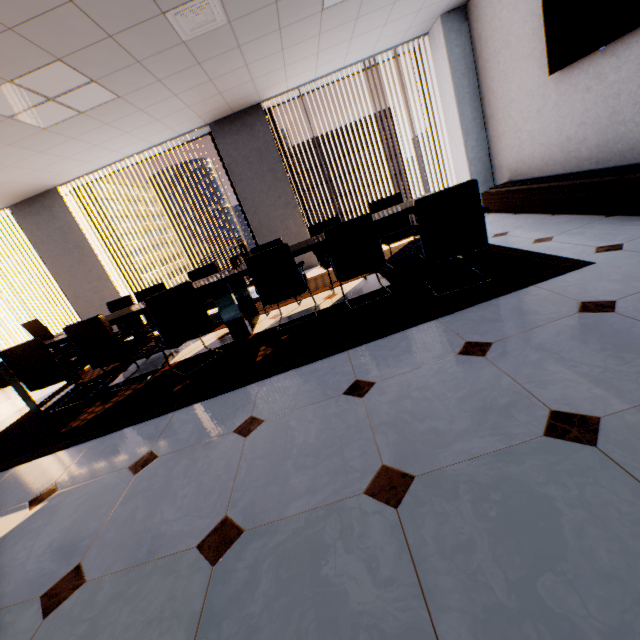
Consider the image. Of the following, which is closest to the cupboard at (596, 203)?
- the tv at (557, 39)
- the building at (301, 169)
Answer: the tv at (557, 39)

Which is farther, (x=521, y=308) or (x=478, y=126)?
(x=478, y=126)

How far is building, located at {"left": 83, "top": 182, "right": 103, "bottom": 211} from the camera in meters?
58.6 m

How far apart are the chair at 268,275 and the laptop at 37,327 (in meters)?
2.59

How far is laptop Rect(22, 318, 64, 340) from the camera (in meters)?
3.89

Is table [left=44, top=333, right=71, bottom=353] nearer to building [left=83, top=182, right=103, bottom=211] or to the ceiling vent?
the ceiling vent

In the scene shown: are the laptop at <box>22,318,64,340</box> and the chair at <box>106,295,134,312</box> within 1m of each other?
yes

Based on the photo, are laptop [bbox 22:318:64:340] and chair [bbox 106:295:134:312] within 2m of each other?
yes
